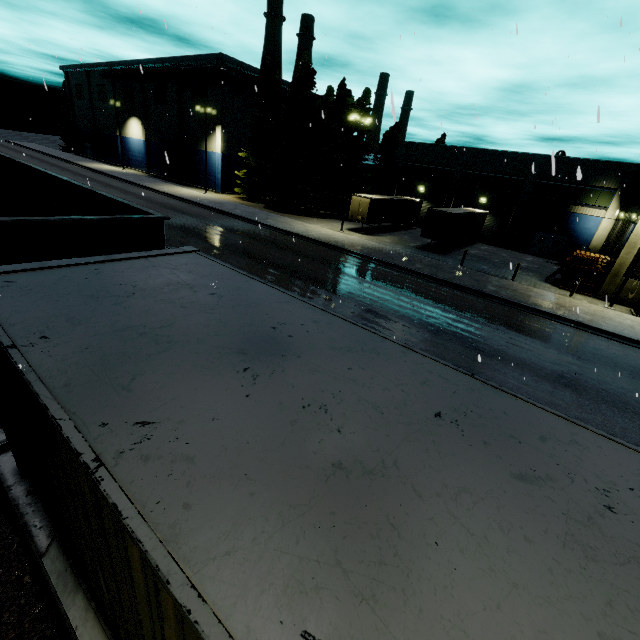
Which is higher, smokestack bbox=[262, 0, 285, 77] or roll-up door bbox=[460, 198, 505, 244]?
smokestack bbox=[262, 0, 285, 77]

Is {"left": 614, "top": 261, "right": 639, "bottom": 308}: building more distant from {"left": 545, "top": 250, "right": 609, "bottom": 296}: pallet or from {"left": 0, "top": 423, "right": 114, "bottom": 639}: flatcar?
{"left": 0, "top": 423, "right": 114, "bottom": 639}: flatcar

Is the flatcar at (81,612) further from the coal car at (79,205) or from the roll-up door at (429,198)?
the roll-up door at (429,198)

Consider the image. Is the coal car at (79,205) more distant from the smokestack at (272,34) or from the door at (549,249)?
the smokestack at (272,34)

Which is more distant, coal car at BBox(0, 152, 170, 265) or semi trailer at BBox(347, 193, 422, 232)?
semi trailer at BBox(347, 193, 422, 232)

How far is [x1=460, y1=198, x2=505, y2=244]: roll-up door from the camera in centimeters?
3803cm

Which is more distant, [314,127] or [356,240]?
[314,127]

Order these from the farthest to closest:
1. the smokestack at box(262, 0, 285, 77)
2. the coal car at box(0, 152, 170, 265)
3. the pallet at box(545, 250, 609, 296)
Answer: the smokestack at box(262, 0, 285, 77), the pallet at box(545, 250, 609, 296), the coal car at box(0, 152, 170, 265)
